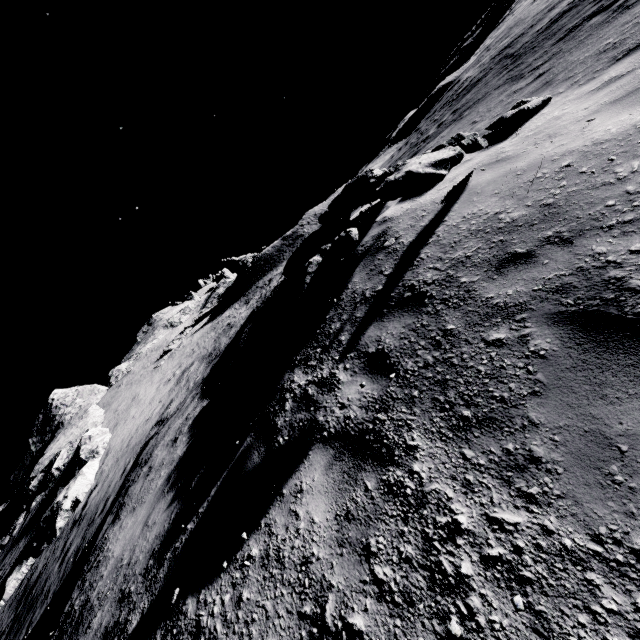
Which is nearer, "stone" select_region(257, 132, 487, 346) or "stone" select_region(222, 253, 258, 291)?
"stone" select_region(257, 132, 487, 346)

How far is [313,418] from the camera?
4.3m

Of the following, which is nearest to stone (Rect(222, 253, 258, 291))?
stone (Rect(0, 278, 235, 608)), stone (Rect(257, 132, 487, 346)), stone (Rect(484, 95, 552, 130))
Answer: stone (Rect(0, 278, 235, 608))

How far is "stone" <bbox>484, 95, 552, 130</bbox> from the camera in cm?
631

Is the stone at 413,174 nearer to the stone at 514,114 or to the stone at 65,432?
the stone at 514,114

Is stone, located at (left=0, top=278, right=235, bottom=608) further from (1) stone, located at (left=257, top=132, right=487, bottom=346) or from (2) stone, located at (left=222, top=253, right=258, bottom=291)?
(2) stone, located at (left=222, top=253, right=258, bottom=291)

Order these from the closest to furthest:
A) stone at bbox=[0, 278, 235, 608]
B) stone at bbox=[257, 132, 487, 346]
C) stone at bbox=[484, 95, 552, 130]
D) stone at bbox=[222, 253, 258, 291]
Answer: stone at bbox=[257, 132, 487, 346], stone at bbox=[484, 95, 552, 130], stone at bbox=[0, 278, 235, 608], stone at bbox=[222, 253, 258, 291]

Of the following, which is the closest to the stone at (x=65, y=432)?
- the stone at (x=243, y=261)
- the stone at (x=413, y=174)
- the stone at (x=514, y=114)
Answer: the stone at (x=413, y=174)
